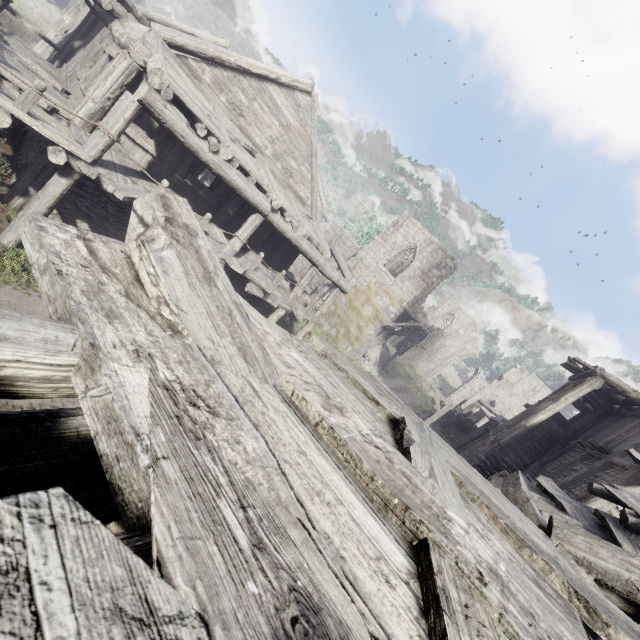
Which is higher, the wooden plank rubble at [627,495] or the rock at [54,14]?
the wooden plank rubble at [627,495]

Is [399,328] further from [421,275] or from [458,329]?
[458,329]

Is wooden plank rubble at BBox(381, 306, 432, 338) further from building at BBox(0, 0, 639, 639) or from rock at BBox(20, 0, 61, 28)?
rock at BBox(20, 0, 61, 28)

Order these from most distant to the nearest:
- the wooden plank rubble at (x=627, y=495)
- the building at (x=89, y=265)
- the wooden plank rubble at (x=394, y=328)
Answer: the wooden plank rubble at (x=394, y=328) → the wooden plank rubble at (x=627, y=495) → the building at (x=89, y=265)

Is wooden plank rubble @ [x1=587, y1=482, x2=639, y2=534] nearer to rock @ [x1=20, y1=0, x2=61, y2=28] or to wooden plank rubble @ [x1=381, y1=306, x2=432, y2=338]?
wooden plank rubble @ [x1=381, y1=306, x2=432, y2=338]

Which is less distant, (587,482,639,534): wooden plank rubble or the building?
the building

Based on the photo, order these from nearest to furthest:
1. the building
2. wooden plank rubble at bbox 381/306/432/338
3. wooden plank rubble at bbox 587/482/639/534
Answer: the building < wooden plank rubble at bbox 587/482/639/534 < wooden plank rubble at bbox 381/306/432/338
